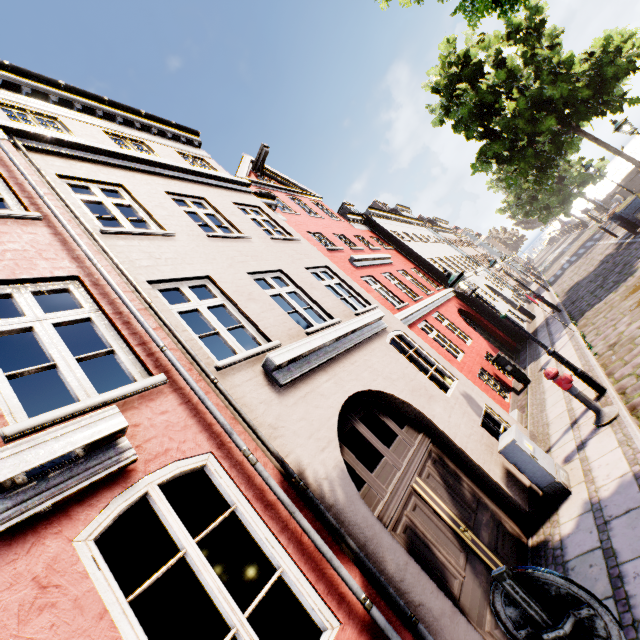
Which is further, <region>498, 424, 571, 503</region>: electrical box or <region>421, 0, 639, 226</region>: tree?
<region>421, 0, 639, 226</region>: tree

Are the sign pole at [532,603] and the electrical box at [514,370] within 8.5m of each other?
no

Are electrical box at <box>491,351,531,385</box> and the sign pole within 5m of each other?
no

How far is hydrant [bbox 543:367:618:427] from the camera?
5.59m

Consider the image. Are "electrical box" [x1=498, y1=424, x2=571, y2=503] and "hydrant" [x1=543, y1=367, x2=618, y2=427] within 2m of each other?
yes

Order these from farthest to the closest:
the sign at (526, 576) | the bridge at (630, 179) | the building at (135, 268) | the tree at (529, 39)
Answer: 1. the bridge at (630, 179)
2. the tree at (529, 39)
3. the building at (135, 268)
4. the sign at (526, 576)

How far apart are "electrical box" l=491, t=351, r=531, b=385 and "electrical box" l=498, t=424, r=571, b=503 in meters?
5.8

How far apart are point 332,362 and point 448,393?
3.0m
